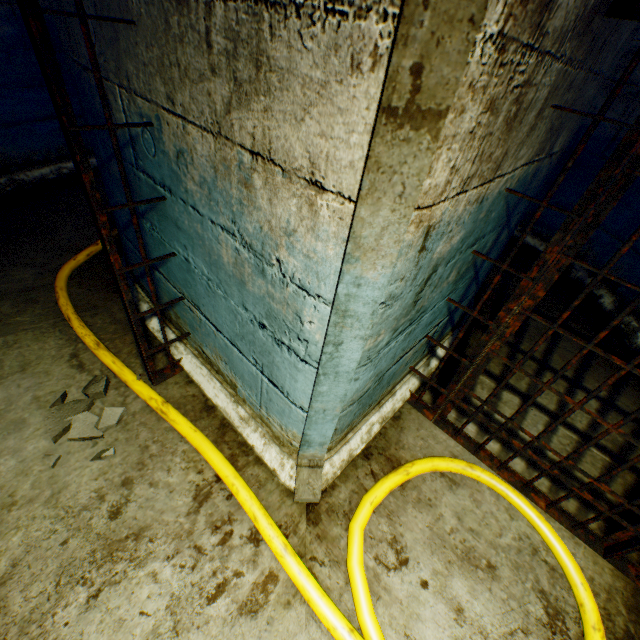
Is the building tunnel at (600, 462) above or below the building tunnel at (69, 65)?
below

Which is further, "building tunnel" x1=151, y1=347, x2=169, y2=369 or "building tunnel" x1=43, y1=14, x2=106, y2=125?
"building tunnel" x1=151, y1=347, x2=169, y2=369

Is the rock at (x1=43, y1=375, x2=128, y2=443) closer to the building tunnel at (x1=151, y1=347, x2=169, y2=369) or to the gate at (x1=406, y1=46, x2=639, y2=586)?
the building tunnel at (x1=151, y1=347, x2=169, y2=369)

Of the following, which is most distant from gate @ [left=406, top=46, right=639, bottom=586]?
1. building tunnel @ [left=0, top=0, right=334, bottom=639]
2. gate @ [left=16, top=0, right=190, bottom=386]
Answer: gate @ [left=16, top=0, right=190, bottom=386]

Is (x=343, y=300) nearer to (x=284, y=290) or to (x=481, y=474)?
(x=284, y=290)

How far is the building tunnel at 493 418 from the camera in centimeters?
232cm
